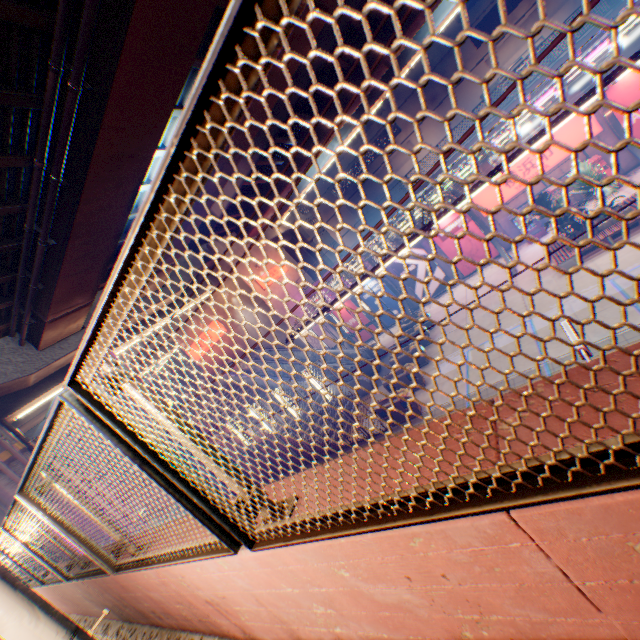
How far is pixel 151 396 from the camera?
1.65m

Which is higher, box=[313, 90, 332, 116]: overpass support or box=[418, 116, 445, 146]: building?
box=[313, 90, 332, 116]: overpass support

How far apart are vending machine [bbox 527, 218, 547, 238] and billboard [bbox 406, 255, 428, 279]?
5.10m

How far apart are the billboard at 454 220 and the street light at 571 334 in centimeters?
2095cm

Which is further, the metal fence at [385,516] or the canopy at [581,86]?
the canopy at [581,86]

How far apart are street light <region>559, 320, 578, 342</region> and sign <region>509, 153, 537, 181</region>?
20.7 meters

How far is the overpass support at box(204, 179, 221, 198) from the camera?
14.1 meters
